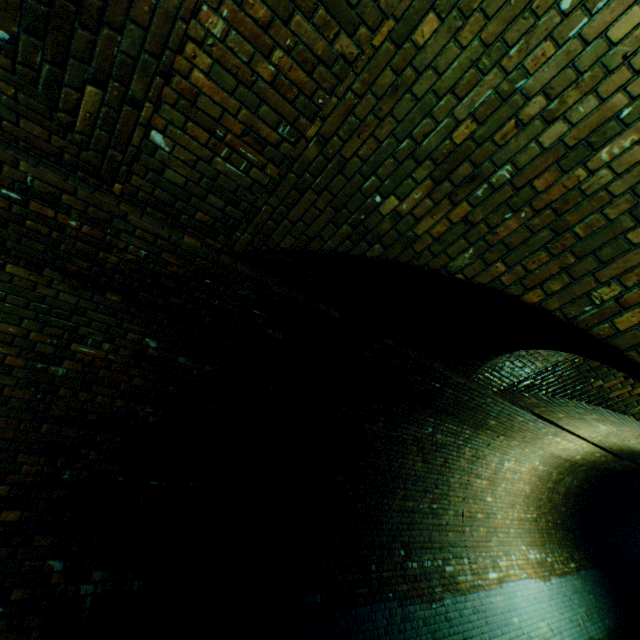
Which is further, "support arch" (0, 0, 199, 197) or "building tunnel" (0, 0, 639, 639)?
"building tunnel" (0, 0, 639, 639)

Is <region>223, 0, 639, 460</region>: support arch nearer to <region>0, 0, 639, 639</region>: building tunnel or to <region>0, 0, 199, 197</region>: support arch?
<region>0, 0, 639, 639</region>: building tunnel

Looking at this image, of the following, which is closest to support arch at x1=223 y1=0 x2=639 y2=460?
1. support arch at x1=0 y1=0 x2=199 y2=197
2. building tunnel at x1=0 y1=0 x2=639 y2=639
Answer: building tunnel at x1=0 y1=0 x2=639 y2=639

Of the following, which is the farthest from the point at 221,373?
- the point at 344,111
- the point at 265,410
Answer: the point at 344,111

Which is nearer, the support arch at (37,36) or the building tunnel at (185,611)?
the support arch at (37,36)

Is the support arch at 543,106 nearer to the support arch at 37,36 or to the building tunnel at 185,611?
the building tunnel at 185,611
